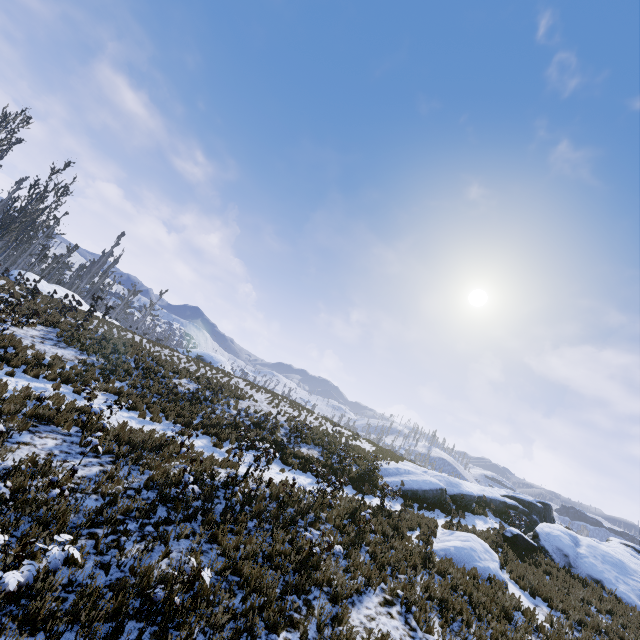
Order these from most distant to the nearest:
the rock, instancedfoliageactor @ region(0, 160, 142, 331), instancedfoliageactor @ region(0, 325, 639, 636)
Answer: instancedfoliageactor @ region(0, 160, 142, 331), the rock, instancedfoliageactor @ region(0, 325, 639, 636)

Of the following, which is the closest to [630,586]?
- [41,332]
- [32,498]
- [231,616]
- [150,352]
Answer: [231,616]

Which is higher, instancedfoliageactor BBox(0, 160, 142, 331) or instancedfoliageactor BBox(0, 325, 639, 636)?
instancedfoliageactor BBox(0, 160, 142, 331)

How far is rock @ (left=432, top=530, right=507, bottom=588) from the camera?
11.77m

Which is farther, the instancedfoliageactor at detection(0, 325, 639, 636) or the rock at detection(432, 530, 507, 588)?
the rock at detection(432, 530, 507, 588)

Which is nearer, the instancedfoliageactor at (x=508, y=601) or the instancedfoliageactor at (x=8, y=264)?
the instancedfoliageactor at (x=508, y=601)

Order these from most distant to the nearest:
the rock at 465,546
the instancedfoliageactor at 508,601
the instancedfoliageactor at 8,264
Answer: the instancedfoliageactor at 8,264 < the rock at 465,546 < the instancedfoliageactor at 508,601

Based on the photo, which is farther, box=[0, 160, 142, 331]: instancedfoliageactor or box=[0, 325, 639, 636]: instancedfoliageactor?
box=[0, 160, 142, 331]: instancedfoliageactor
